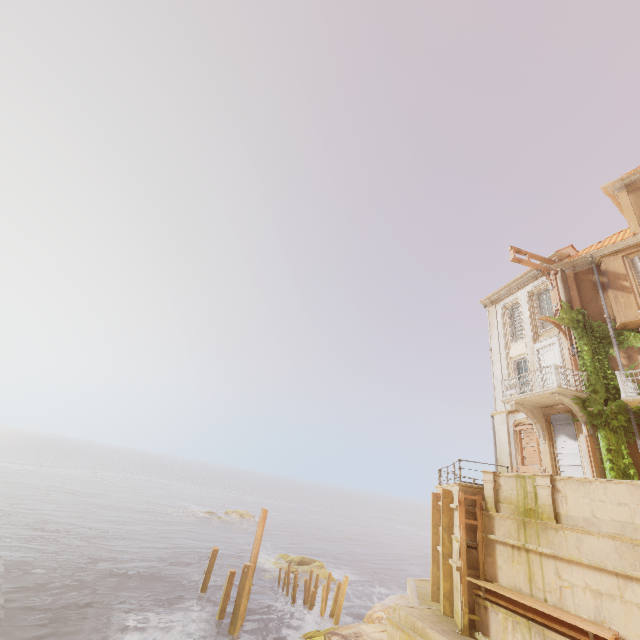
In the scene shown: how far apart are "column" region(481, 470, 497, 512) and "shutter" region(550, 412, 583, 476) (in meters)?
4.37

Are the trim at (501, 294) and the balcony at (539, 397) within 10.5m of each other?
yes

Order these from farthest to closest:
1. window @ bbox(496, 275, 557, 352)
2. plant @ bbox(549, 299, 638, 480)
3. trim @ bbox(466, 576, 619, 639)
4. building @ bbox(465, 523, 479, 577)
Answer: window @ bbox(496, 275, 557, 352) → plant @ bbox(549, 299, 638, 480) → building @ bbox(465, 523, 479, 577) → trim @ bbox(466, 576, 619, 639)

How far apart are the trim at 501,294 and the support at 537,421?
7.82m

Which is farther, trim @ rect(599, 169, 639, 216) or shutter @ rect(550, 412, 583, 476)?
trim @ rect(599, 169, 639, 216)

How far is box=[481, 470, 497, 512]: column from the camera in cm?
1315

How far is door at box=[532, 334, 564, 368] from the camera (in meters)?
17.33

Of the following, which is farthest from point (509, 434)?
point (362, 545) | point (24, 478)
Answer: point (24, 478)
